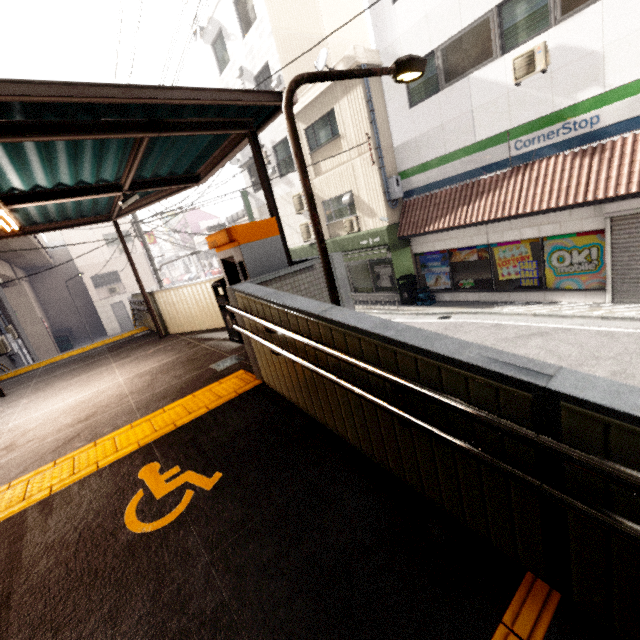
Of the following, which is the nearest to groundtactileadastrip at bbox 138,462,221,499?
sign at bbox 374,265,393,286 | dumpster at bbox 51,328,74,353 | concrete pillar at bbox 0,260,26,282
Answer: sign at bbox 374,265,393,286

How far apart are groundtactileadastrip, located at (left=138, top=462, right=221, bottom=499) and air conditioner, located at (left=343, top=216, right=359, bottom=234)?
11.8 meters

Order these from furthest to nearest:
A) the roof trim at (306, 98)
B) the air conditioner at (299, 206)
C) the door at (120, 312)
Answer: the door at (120, 312), the air conditioner at (299, 206), the roof trim at (306, 98)

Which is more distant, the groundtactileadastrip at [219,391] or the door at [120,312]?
the door at [120,312]

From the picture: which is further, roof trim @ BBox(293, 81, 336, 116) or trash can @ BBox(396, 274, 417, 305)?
trash can @ BBox(396, 274, 417, 305)

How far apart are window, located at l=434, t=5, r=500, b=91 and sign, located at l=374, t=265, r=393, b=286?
6.3m

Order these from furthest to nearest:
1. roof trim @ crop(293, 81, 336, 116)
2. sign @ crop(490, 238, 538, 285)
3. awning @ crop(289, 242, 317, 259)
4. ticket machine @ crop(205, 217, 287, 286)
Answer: awning @ crop(289, 242, 317, 259) → roof trim @ crop(293, 81, 336, 116) → sign @ crop(490, 238, 538, 285) → ticket machine @ crop(205, 217, 287, 286)

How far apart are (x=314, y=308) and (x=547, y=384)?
1.63m
